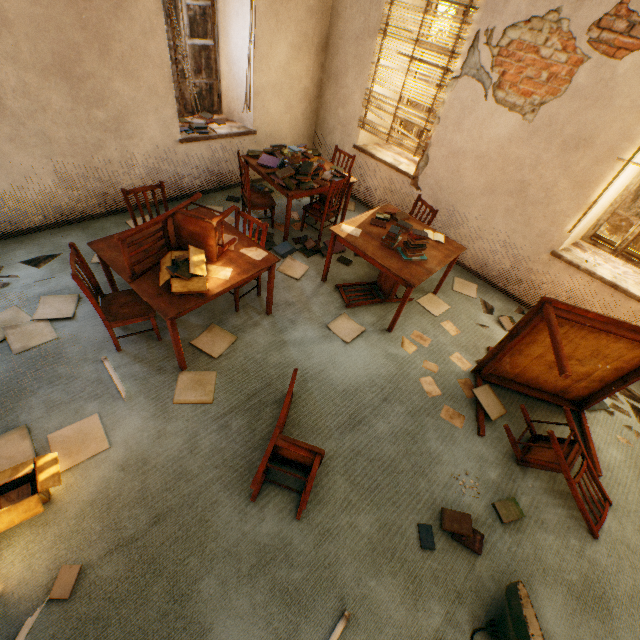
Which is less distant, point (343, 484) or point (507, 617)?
point (507, 617)

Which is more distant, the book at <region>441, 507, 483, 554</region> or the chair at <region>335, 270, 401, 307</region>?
the chair at <region>335, 270, 401, 307</region>

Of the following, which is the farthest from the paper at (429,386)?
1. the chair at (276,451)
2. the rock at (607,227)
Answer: the rock at (607,227)

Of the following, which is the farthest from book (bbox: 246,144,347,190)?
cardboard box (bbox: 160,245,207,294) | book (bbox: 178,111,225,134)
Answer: cardboard box (bbox: 160,245,207,294)

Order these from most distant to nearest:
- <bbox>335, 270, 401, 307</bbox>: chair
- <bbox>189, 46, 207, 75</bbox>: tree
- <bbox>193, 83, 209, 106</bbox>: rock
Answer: <bbox>193, 83, 209, 106</bbox>: rock, <bbox>189, 46, 207, 75</bbox>: tree, <bbox>335, 270, 401, 307</bbox>: chair

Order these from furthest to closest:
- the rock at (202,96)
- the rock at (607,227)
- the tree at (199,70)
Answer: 1. the rock at (202,96)
2. the rock at (607,227)
3. the tree at (199,70)

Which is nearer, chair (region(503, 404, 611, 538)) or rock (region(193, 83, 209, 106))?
chair (region(503, 404, 611, 538))

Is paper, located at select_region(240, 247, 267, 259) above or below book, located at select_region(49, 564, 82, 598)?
above
